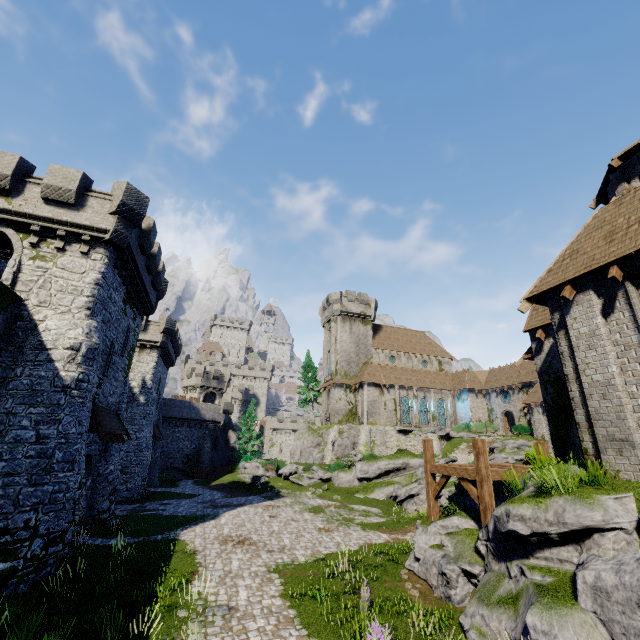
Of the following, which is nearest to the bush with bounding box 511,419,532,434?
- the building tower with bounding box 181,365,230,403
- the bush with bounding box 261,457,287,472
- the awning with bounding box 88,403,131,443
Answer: the bush with bounding box 261,457,287,472

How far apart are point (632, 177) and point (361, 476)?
29.1m

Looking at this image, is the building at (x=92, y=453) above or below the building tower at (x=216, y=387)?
below

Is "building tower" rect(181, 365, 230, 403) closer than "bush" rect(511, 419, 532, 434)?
No

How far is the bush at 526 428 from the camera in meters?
36.8 m

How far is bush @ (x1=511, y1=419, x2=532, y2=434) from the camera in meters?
36.8 m

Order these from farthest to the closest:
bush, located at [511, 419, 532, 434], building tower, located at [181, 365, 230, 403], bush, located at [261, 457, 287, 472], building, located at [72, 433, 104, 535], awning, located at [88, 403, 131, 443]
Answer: building tower, located at [181, 365, 230, 403], bush, located at [261, 457, 287, 472], bush, located at [511, 419, 532, 434], building, located at [72, 433, 104, 535], awning, located at [88, 403, 131, 443]

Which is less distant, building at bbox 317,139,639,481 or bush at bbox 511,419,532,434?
building at bbox 317,139,639,481
